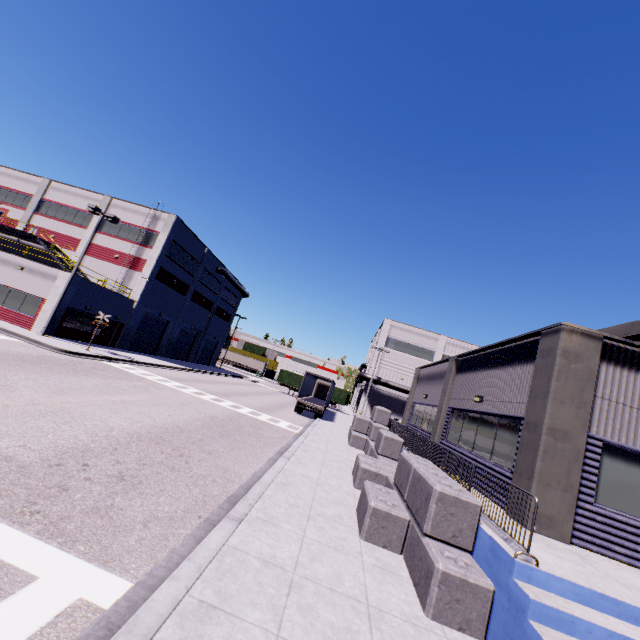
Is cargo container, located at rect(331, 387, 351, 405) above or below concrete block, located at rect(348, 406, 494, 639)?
above

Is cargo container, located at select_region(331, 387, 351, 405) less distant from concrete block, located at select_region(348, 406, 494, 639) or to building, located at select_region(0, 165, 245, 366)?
building, located at select_region(0, 165, 245, 366)

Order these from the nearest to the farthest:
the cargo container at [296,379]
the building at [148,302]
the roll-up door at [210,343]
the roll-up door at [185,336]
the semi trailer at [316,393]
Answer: the building at [148,302] < the semi trailer at [316,393] < the roll-up door at [185,336] < the roll-up door at [210,343] < the cargo container at [296,379]

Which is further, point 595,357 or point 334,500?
point 334,500

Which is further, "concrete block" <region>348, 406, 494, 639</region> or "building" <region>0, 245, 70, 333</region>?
"building" <region>0, 245, 70, 333</region>

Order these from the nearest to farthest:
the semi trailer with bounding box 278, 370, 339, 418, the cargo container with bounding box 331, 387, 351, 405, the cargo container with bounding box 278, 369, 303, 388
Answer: the semi trailer with bounding box 278, 370, 339, 418 → the cargo container with bounding box 331, 387, 351, 405 → the cargo container with bounding box 278, 369, 303, 388

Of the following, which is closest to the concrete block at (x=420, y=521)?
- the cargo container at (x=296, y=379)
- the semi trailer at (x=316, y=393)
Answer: the semi trailer at (x=316, y=393)

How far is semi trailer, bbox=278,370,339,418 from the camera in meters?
29.8 m
